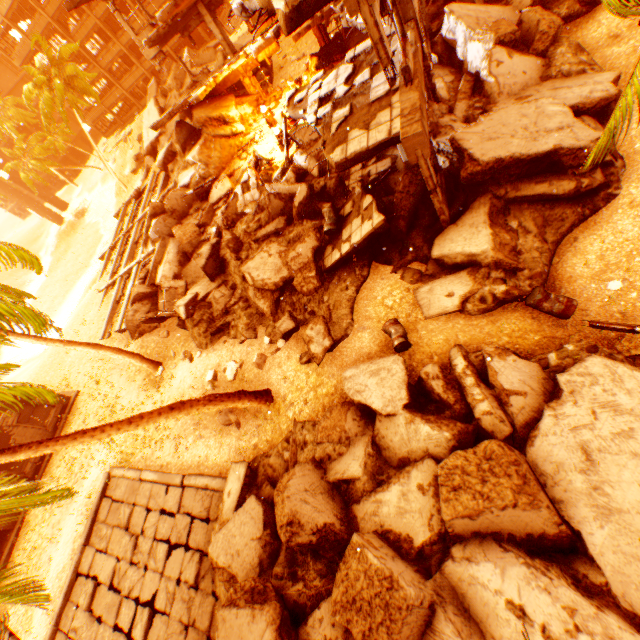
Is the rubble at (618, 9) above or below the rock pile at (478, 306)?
above

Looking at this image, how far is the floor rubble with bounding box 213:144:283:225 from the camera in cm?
1581

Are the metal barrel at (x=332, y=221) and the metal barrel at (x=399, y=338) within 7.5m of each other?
yes

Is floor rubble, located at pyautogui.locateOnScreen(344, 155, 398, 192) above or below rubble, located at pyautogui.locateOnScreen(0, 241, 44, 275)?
below

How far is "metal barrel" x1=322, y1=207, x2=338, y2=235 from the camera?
11.02m

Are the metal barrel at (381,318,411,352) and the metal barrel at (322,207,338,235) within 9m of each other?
yes

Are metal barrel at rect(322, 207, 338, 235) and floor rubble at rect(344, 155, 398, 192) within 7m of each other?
yes

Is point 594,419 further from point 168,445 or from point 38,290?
point 38,290
